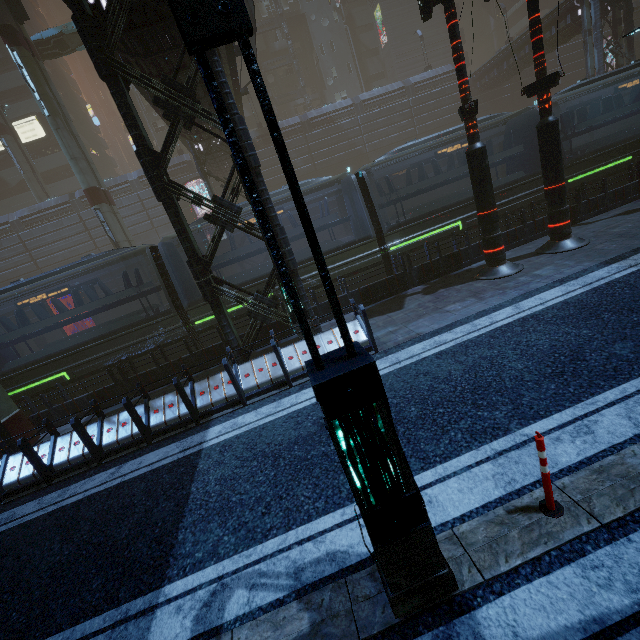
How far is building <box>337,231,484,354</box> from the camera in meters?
8.3

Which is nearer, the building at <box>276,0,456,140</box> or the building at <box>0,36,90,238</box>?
the building at <box>0,36,90,238</box>

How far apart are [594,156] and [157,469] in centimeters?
1929cm

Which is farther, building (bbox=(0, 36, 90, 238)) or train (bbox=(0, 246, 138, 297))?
building (bbox=(0, 36, 90, 238))

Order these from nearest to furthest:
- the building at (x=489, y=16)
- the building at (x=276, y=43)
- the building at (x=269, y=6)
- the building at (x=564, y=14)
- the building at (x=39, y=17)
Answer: the building at (x=564, y=14) < the building at (x=269, y=6) < the building at (x=276, y=43) < the building at (x=39, y=17) < the building at (x=489, y=16)

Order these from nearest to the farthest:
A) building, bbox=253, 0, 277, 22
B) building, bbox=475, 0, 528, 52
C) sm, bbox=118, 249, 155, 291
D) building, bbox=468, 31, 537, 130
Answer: sm, bbox=118, 249, 155, 291 < building, bbox=468, 31, 537, 130 < building, bbox=253, 0, 277, 22 < building, bbox=475, 0, 528, 52

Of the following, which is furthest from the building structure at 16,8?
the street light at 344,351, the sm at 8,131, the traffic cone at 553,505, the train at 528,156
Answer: the traffic cone at 553,505

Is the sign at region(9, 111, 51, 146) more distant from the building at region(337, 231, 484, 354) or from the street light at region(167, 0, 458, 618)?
the street light at region(167, 0, 458, 618)
